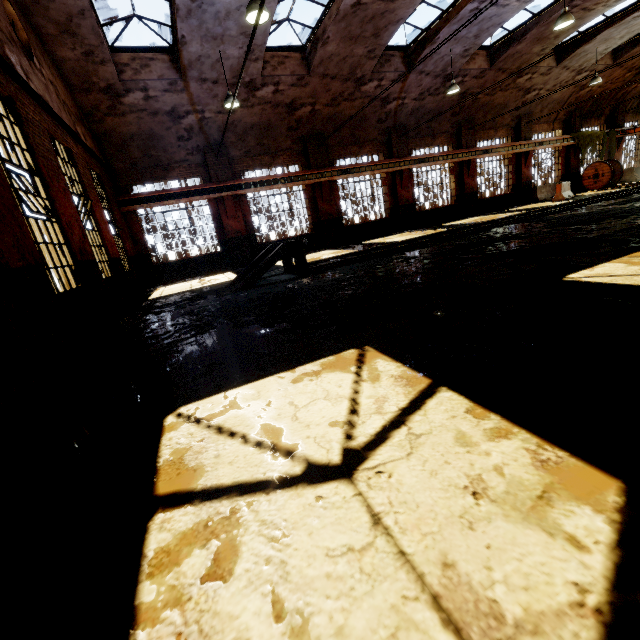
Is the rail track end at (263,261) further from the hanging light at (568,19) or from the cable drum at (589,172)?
the cable drum at (589,172)

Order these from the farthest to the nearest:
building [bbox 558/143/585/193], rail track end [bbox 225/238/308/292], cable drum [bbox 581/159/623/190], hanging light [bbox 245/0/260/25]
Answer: building [bbox 558/143/585/193], cable drum [bbox 581/159/623/190], rail track end [bbox 225/238/308/292], hanging light [bbox 245/0/260/25]

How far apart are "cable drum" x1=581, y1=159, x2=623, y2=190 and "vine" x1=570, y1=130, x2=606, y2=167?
0.4 meters

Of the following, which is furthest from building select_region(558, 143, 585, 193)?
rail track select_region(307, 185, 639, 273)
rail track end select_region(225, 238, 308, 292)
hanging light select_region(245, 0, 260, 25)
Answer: rail track end select_region(225, 238, 308, 292)

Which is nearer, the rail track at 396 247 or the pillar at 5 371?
the pillar at 5 371

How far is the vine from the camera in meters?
22.4 m

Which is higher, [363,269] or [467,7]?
[467,7]

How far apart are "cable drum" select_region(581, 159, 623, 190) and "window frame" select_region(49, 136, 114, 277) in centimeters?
2942cm
